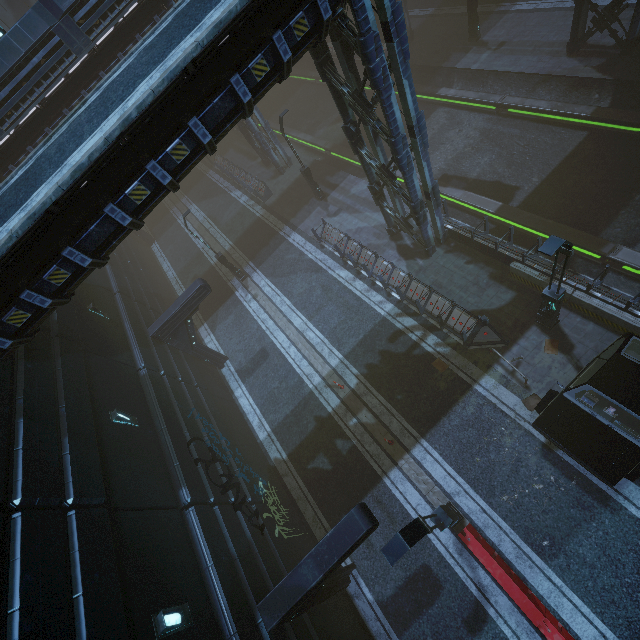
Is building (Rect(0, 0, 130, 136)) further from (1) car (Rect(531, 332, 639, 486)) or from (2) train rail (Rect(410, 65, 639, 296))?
(1) car (Rect(531, 332, 639, 486))

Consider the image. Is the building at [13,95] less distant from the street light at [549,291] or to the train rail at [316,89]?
the train rail at [316,89]

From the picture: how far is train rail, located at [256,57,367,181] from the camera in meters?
24.2 m

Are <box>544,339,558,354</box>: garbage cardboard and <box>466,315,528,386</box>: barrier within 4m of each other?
yes

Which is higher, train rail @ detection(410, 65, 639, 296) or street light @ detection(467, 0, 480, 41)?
street light @ detection(467, 0, 480, 41)

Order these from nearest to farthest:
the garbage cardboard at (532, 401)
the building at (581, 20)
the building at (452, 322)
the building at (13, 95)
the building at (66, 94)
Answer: the garbage cardboard at (532, 401), the building at (452, 322), the building at (13, 95), the building at (581, 20), the building at (66, 94)

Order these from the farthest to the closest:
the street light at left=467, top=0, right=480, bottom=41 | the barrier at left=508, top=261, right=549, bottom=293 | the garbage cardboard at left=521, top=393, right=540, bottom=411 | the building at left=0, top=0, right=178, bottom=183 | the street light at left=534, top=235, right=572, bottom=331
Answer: the street light at left=467, top=0, right=480, bottom=41 < the building at left=0, top=0, right=178, bottom=183 < the barrier at left=508, top=261, right=549, bottom=293 < the garbage cardboard at left=521, top=393, right=540, bottom=411 < the street light at left=534, top=235, right=572, bottom=331

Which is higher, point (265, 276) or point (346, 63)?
point (346, 63)
